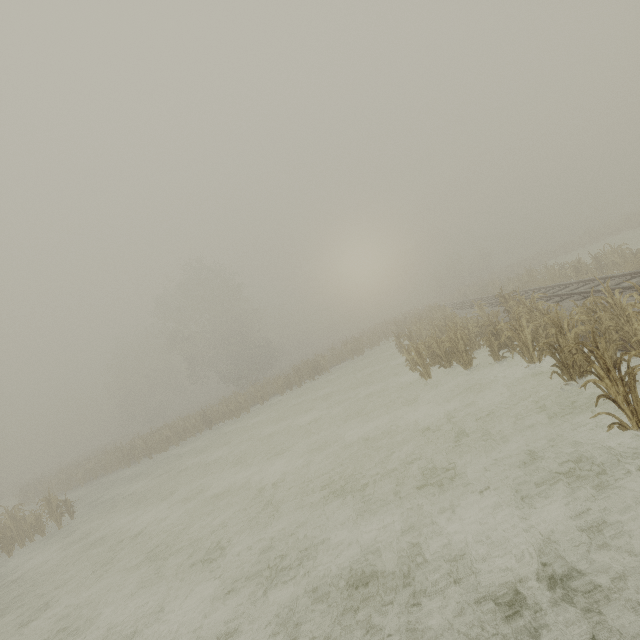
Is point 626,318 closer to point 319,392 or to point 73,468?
point 319,392
